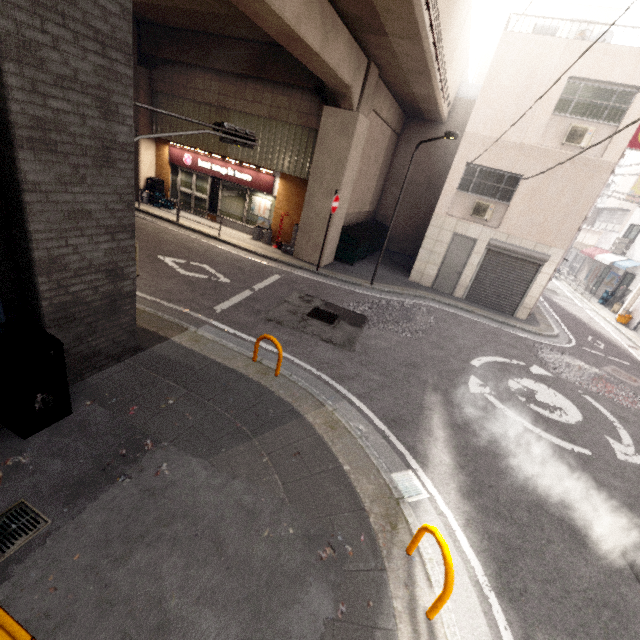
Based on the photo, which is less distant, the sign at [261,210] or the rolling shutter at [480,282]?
the rolling shutter at [480,282]

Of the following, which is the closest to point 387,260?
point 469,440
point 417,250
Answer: point 417,250

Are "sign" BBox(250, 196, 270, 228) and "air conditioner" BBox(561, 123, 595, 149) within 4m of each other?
no

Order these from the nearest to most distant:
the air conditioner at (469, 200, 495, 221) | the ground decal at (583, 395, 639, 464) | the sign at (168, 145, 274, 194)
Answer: the ground decal at (583, 395, 639, 464), the air conditioner at (469, 200, 495, 221), the sign at (168, 145, 274, 194)

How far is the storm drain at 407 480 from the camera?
4.5m

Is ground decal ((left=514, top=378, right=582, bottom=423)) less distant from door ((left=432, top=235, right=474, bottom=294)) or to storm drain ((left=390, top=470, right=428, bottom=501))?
storm drain ((left=390, top=470, right=428, bottom=501))

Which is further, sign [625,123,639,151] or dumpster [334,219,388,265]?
dumpster [334,219,388,265]

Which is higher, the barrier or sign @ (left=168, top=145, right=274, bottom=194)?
sign @ (left=168, top=145, right=274, bottom=194)
